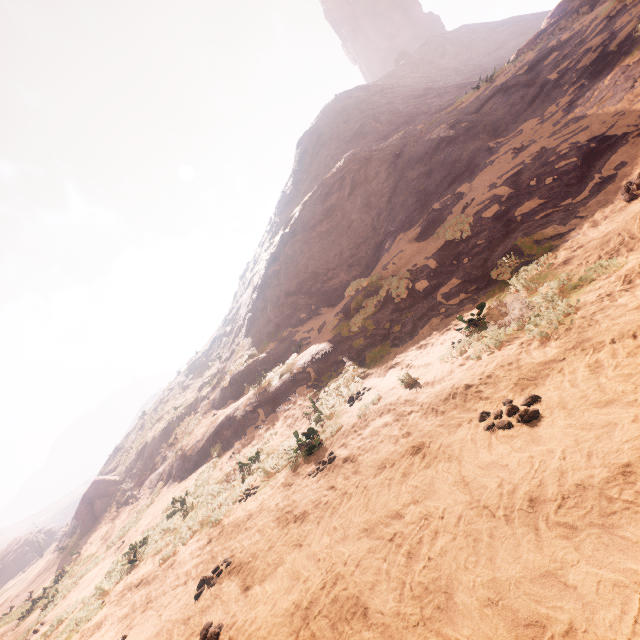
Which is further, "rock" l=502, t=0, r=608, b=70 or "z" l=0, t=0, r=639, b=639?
"rock" l=502, t=0, r=608, b=70

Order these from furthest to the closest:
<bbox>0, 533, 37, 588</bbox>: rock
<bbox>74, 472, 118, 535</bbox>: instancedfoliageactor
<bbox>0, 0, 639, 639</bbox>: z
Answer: <bbox>0, 533, 37, 588</bbox>: rock → <bbox>74, 472, 118, 535</bbox>: instancedfoliageactor → <bbox>0, 0, 639, 639</bbox>: z

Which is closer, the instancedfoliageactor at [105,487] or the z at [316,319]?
the z at [316,319]

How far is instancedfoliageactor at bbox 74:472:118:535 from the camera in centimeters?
2450cm

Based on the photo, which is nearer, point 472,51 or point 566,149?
point 566,149

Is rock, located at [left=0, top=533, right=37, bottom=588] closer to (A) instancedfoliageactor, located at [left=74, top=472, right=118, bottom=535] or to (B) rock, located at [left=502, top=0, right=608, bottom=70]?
(A) instancedfoliageactor, located at [left=74, top=472, right=118, bottom=535]

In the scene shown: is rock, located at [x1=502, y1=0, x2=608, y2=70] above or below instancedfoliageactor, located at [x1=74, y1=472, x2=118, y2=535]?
above

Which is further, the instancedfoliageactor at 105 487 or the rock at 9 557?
the rock at 9 557
